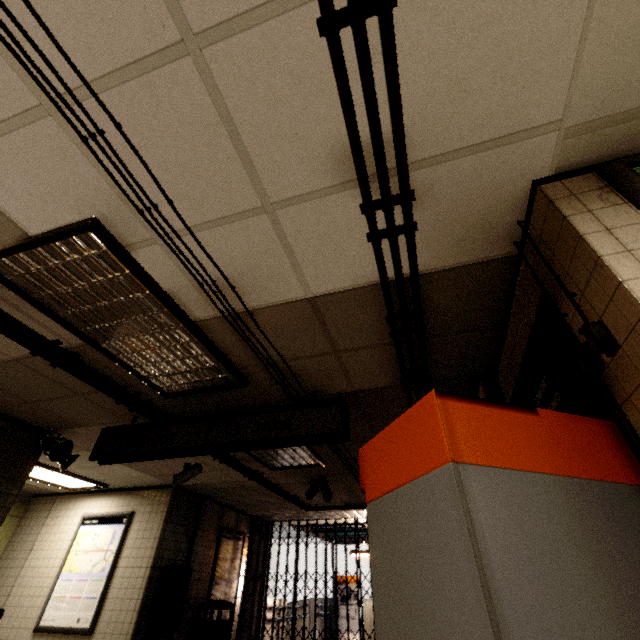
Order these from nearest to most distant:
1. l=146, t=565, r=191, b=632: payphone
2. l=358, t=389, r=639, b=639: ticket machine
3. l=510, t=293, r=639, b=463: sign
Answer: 1. l=358, t=389, r=639, b=639: ticket machine
2. l=510, t=293, r=639, b=463: sign
3. l=146, t=565, r=191, b=632: payphone

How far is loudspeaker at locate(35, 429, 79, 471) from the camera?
4.2 meters

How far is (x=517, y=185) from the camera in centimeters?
171cm

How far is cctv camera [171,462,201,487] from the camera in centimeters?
527cm

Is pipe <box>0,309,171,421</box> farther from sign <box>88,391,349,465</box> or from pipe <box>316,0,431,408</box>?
pipe <box>316,0,431,408</box>

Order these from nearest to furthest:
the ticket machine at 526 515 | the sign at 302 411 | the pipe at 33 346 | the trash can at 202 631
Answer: the ticket machine at 526 515
the pipe at 33 346
the sign at 302 411
the trash can at 202 631

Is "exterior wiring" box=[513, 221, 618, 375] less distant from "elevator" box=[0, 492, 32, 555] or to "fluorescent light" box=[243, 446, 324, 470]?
"fluorescent light" box=[243, 446, 324, 470]

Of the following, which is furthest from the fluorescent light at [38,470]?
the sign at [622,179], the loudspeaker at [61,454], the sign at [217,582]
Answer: the sign at [622,179]
